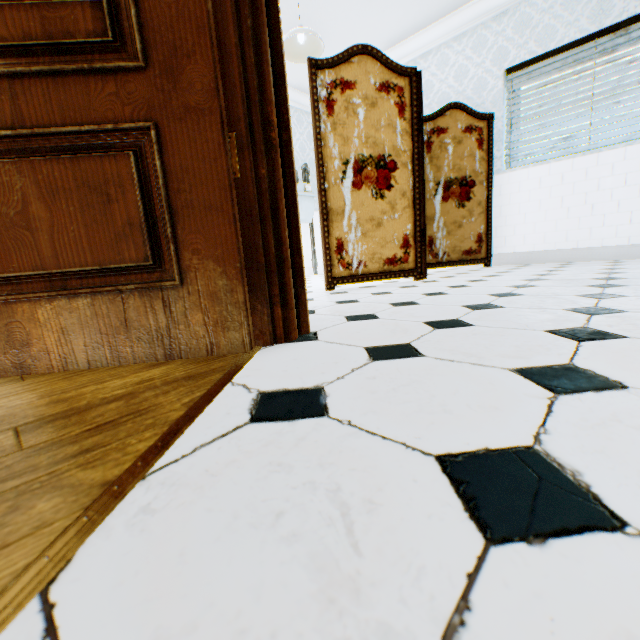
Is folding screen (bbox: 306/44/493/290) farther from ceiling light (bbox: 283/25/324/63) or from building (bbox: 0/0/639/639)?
ceiling light (bbox: 283/25/324/63)

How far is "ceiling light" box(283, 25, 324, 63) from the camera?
3.3m

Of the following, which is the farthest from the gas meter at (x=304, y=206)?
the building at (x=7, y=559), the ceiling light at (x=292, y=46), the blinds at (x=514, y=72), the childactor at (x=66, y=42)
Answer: the childactor at (x=66, y=42)

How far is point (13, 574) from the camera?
0.3 meters

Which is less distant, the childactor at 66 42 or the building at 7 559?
the building at 7 559

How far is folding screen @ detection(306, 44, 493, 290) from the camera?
2.70m

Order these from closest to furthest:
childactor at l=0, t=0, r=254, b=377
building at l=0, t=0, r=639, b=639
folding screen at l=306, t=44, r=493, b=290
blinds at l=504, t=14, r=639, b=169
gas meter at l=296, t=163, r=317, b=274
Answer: building at l=0, t=0, r=639, b=639, childactor at l=0, t=0, r=254, b=377, folding screen at l=306, t=44, r=493, b=290, blinds at l=504, t=14, r=639, b=169, gas meter at l=296, t=163, r=317, b=274

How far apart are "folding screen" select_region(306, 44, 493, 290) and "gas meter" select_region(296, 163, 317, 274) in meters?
2.0 m
